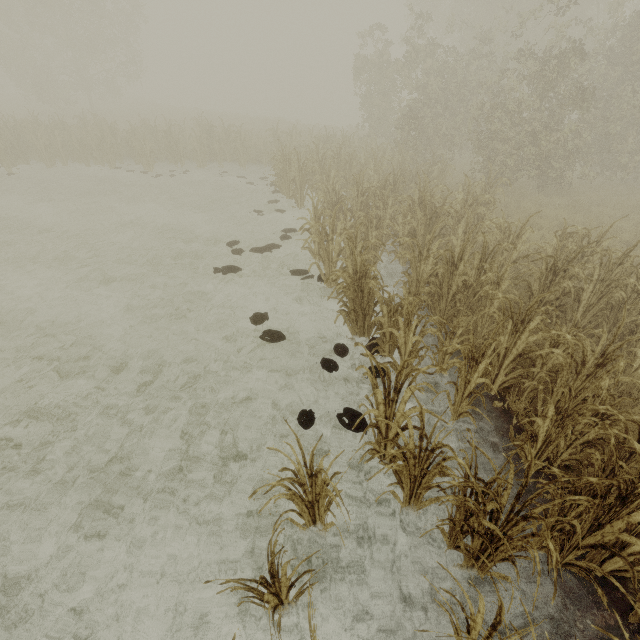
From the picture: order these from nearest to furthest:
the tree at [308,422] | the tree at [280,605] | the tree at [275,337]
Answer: the tree at [280,605], the tree at [308,422], the tree at [275,337]

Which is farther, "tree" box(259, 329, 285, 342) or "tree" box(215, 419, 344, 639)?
"tree" box(259, 329, 285, 342)

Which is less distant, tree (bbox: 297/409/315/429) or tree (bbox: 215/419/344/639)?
tree (bbox: 215/419/344/639)

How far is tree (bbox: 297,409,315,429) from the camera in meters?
4.4 m

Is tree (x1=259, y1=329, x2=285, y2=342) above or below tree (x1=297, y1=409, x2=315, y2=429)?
above

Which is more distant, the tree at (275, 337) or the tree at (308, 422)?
the tree at (275, 337)

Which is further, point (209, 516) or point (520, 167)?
point (520, 167)

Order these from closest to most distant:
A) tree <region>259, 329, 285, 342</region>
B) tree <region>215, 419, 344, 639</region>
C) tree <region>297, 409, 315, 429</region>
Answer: tree <region>215, 419, 344, 639</region>, tree <region>297, 409, 315, 429</region>, tree <region>259, 329, 285, 342</region>
